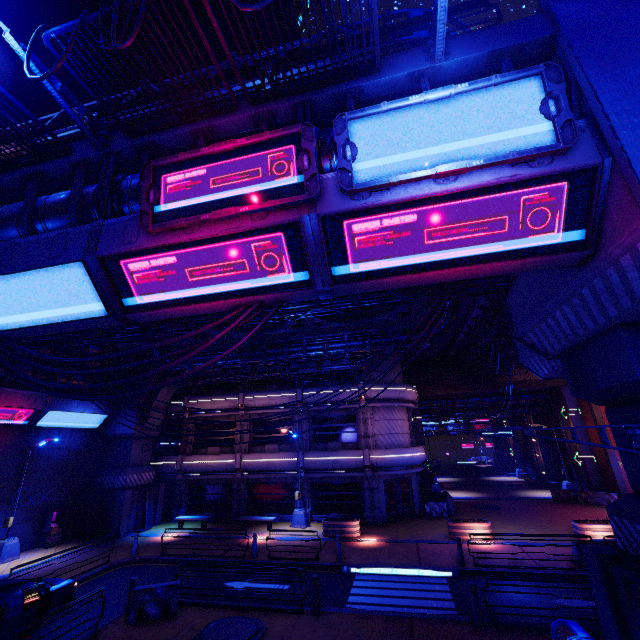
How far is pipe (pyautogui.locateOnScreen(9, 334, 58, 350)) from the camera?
12.52m

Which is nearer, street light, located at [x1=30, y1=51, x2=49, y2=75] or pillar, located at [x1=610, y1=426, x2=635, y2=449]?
street light, located at [x1=30, y1=51, x2=49, y2=75]

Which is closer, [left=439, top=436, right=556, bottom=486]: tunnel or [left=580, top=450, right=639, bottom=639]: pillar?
[left=580, top=450, right=639, bottom=639]: pillar

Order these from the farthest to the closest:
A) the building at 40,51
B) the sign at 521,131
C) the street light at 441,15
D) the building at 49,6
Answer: the building at 40,51 < the building at 49,6 < the street light at 441,15 < the sign at 521,131

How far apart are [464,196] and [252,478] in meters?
25.1

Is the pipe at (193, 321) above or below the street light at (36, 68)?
below

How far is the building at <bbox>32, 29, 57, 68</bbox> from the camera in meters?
37.7 m

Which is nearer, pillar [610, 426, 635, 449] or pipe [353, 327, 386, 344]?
pillar [610, 426, 635, 449]
